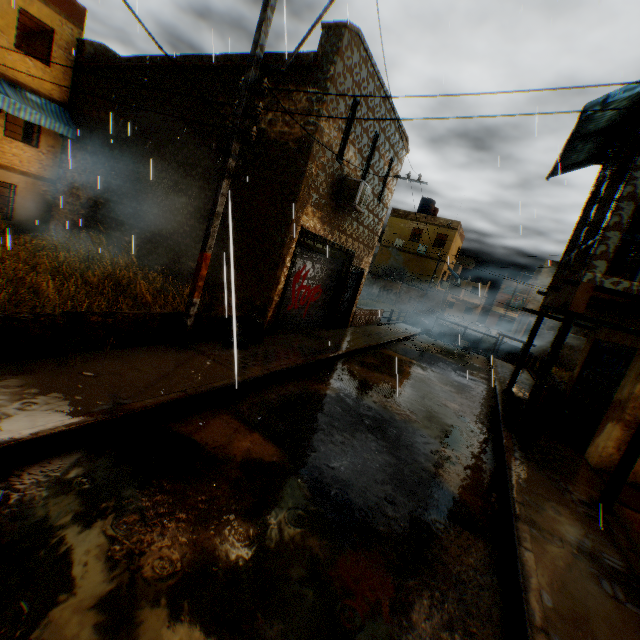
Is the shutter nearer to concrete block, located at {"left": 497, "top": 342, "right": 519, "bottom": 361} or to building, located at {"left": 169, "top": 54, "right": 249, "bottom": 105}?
concrete block, located at {"left": 497, "top": 342, "right": 519, "bottom": 361}

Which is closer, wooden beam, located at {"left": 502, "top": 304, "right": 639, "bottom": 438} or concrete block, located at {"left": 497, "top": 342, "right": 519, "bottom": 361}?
wooden beam, located at {"left": 502, "top": 304, "right": 639, "bottom": 438}

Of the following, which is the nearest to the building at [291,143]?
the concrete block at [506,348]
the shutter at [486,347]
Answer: the concrete block at [506,348]

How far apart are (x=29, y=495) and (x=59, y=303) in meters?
5.5 m

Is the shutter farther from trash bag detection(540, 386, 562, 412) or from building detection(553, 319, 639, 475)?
trash bag detection(540, 386, 562, 412)

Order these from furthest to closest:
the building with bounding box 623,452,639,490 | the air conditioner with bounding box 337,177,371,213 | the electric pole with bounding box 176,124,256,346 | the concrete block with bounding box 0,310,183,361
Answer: the air conditioner with bounding box 337,177,371,213
the building with bounding box 623,452,639,490
the electric pole with bounding box 176,124,256,346
the concrete block with bounding box 0,310,183,361

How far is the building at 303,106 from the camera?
8.4 meters

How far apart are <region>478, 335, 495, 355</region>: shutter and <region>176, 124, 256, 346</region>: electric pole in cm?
1310
